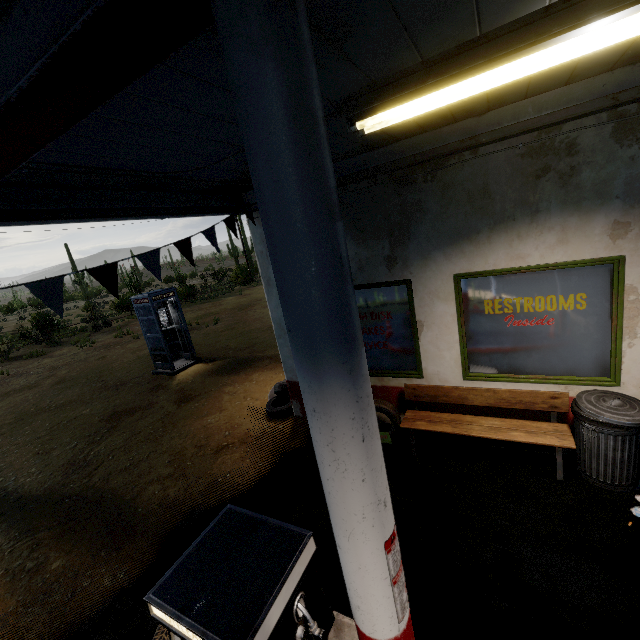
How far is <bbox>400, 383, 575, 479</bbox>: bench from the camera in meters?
4.0

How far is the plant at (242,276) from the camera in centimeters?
2958cm

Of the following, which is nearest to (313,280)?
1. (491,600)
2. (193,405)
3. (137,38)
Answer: (137,38)

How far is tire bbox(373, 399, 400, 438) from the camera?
4.97m

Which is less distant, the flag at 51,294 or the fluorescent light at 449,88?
Answer: the fluorescent light at 449,88

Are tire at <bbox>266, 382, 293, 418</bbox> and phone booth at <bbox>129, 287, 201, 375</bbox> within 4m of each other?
no

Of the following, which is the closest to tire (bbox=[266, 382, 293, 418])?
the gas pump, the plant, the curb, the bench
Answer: the bench

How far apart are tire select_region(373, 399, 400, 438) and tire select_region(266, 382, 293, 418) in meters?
1.8
